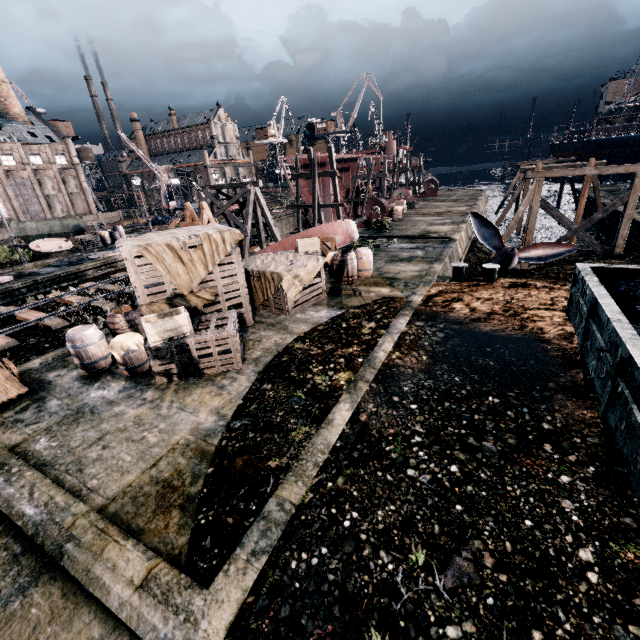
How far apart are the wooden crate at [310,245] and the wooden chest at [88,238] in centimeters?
2274cm

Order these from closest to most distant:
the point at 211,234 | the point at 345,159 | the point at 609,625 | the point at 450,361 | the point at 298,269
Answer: the point at 609,625 < the point at 450,361 < the point at 211,234 < the point at 298,269 < the point at 345,159

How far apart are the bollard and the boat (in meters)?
8.48

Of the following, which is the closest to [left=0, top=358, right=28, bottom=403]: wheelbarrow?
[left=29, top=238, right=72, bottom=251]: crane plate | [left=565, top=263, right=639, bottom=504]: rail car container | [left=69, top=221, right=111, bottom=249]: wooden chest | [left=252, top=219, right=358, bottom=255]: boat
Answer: [left=252, top=219, right=358, bottom=255]: boat

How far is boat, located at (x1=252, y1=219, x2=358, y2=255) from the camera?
18.48m

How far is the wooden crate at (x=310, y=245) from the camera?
16.7m

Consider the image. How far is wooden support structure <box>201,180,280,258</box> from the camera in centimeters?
2403cm

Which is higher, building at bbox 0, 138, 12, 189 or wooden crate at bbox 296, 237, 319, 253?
building at bbox 0, 138, 12, 189
